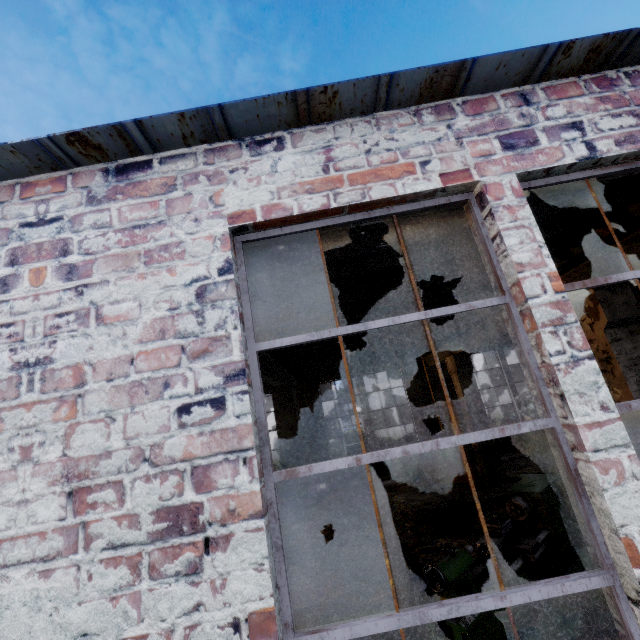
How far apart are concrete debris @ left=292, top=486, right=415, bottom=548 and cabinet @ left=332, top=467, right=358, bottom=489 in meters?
0.0 m

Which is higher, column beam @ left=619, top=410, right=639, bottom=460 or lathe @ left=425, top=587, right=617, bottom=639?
column beam @ left=619, top=410, right=639, bottom=460

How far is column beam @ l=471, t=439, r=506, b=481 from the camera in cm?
977

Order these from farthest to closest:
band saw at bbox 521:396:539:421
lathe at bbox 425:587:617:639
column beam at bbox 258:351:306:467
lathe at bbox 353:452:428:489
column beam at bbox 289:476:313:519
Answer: band saw at bbox 521:396:539:421, lathe at bbox 353:452:428:489, column beam at bbox 289:476:313:519, column beam at bbox 258:351:306:467, lathe at bbox 425:587:617:639

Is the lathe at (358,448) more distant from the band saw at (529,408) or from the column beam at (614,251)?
the band saw at (529,408)

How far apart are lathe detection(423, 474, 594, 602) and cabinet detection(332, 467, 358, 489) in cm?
615

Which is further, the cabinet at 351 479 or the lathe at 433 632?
the cabinet at 351 479

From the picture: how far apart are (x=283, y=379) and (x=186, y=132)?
8.0 meters
